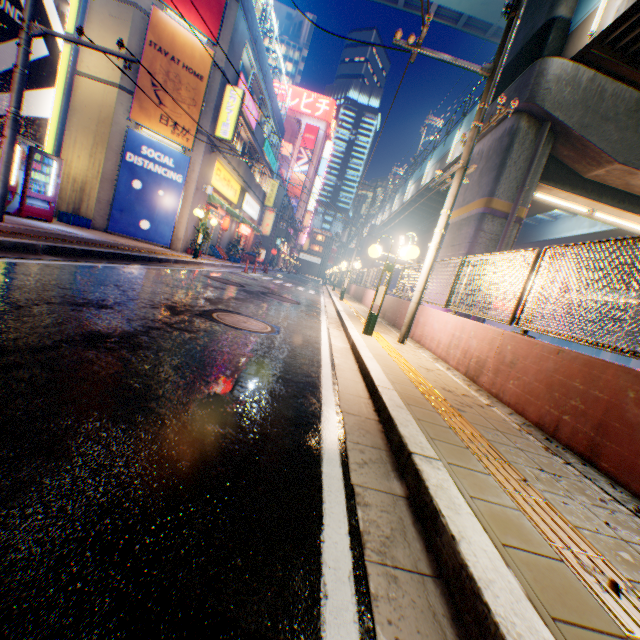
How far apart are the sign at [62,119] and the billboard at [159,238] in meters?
2.2

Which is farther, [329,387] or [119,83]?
[119,83]

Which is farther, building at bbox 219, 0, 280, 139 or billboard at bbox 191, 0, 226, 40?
building at bbox 219, 0, 280, 139

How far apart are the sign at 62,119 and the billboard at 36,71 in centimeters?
317cm

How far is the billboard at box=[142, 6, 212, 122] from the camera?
12.8 meters

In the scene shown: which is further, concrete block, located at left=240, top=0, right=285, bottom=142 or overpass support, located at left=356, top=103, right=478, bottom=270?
overpass support, located at left=356, top=103, right=478, bottom=270

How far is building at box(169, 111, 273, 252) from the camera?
15.5 meters

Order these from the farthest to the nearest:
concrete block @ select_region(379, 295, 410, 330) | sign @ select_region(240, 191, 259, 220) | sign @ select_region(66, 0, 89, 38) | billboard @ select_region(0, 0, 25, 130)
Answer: sign @ select_region(240, 191, 259, 220) → sign @ select_region(66, 0, 89, 38) → concrete block @ select_region(379, 295, 410, 330) → billboard @ select_region(0, 0, 25, 130)
